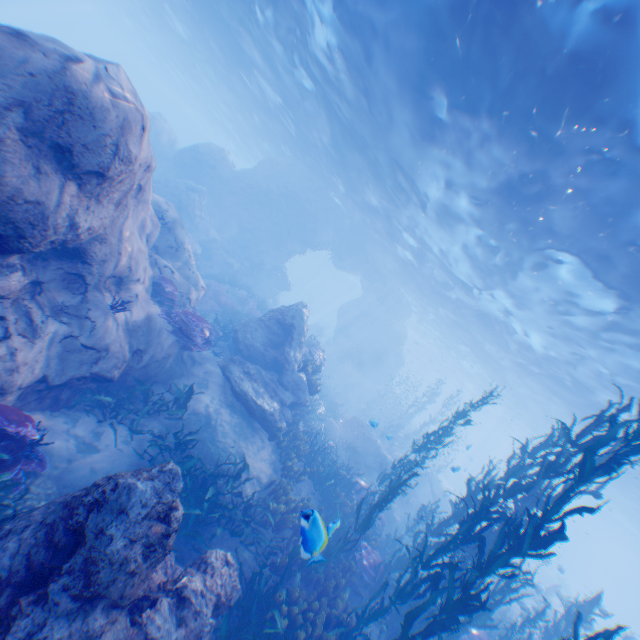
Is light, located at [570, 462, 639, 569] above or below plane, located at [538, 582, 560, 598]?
above

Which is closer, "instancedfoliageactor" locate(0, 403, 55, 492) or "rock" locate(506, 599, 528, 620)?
"instancedfoliageactor" locate(0, 403, 55, 492)

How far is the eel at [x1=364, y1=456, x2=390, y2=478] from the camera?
16.4m

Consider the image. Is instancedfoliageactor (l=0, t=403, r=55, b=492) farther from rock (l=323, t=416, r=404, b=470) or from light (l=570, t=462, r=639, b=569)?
light (l=570, t=462, r=639, b=569)

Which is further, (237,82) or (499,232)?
(237,82)

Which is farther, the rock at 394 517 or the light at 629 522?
the light at 629 522

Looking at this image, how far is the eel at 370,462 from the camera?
16.4m

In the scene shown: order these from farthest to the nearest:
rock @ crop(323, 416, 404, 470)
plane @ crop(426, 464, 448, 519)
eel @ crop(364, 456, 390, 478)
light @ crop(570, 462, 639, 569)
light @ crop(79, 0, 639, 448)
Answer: light @ crop(570, 462, 639, 569), plane @ crop(426, 464, 448, 519), rock @ crop(323, 416, 404, 470), eel @ crop(364, 456, 390, 478), light @ crop(79, 0, 639, 448)
